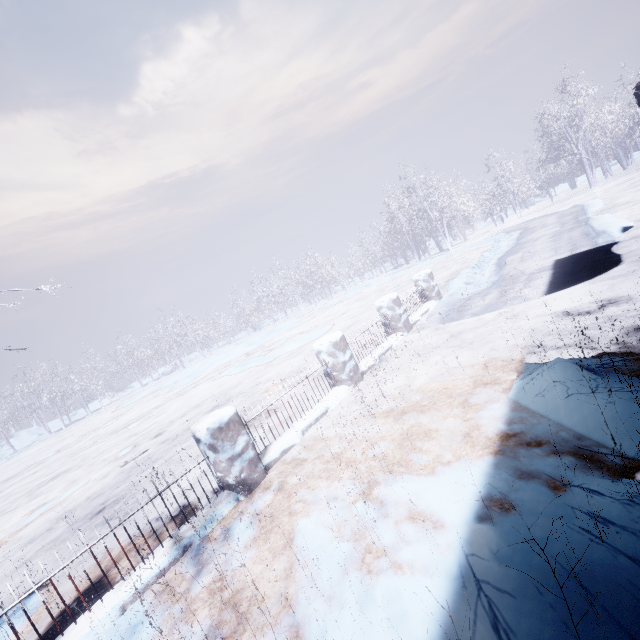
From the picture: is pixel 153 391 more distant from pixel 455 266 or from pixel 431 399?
pixel 431 399
